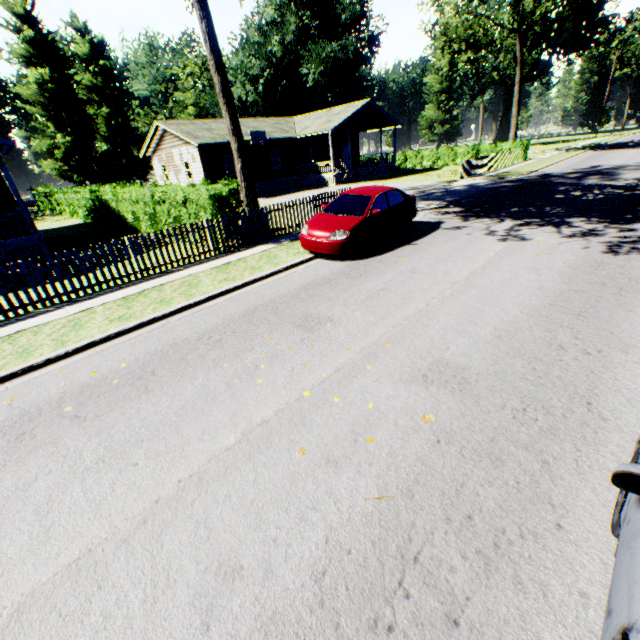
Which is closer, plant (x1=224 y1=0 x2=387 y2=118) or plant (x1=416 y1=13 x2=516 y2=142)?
plant (x1=224 y1=0 x2=387 y2=118)

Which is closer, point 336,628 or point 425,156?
point 336,628

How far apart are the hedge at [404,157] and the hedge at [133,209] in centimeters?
3058cm

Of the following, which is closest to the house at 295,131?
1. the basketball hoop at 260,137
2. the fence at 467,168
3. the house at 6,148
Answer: the basketball hoop at 260,137

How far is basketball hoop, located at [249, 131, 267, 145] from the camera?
26.4m

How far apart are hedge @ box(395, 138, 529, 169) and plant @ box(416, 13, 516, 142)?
25.6 meters

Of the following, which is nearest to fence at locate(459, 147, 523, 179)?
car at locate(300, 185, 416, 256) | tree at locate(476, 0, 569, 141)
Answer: tree at locate(476, 0, 569, 141)

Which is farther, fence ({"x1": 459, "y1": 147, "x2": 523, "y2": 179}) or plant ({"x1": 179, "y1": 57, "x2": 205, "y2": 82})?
plant ({"x1": 179, "y1": 57, "x2": 205, "y2": 82})
